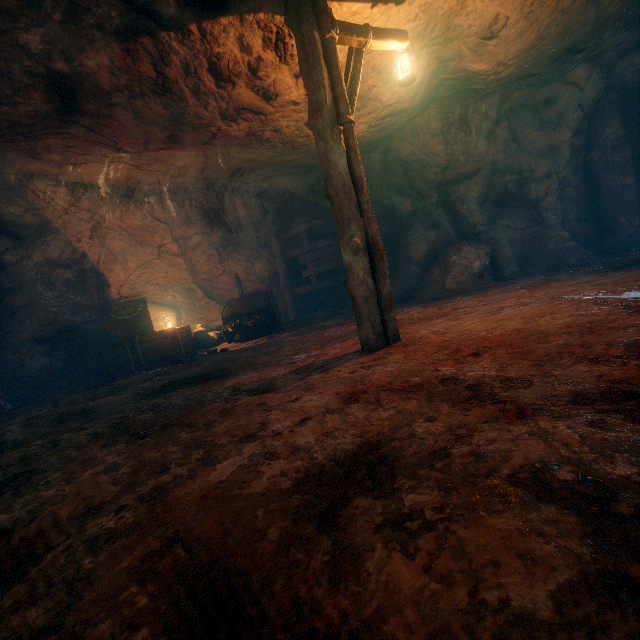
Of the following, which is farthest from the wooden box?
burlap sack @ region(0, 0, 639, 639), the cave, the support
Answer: the cave

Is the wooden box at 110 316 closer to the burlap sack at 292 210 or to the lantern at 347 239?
the burlap sack at 292 210

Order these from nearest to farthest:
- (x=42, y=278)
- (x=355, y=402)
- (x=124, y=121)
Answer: (x=355, y=402)
(x=124, y=121)
(x=42, y=278)

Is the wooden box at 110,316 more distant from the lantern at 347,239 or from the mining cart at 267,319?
the lantern at 347,239

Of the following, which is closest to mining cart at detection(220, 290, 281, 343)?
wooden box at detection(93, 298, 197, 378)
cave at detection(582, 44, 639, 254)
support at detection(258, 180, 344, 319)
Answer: wooden box at detection(93, 298, 197, 378)

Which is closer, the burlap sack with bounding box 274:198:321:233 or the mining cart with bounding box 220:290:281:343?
the mining cart with bounding box 220:290:281:343

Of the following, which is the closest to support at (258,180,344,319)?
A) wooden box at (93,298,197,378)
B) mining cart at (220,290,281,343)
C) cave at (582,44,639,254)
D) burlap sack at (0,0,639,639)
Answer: burlap sack at (0,0,639,639)

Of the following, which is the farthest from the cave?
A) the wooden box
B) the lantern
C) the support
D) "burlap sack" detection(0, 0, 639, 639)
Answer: the wooden box
